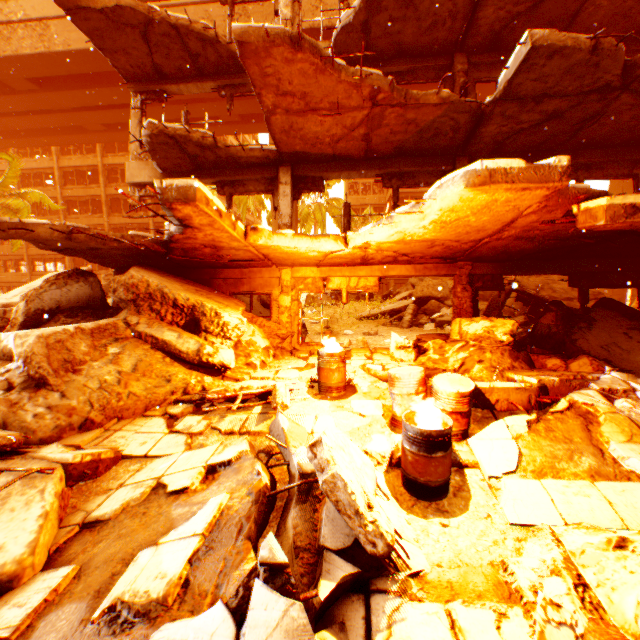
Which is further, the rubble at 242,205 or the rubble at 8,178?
the rubble at 242,205

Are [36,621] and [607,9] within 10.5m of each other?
no

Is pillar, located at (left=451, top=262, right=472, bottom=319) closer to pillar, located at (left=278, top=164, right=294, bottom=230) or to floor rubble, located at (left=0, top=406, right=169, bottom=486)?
pillar, located at (left=278, top=164, right=294, bottom=230)

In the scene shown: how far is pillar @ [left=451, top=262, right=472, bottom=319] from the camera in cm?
872

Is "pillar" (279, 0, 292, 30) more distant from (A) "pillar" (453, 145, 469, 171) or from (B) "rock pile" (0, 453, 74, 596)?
(B) "rock pile" (0, 453, 74, 596)

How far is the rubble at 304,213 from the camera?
25.47m

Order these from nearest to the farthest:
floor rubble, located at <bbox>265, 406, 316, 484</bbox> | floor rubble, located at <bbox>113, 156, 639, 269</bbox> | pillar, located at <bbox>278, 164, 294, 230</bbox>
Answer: floor rubble, located at <bbox>265, 406, 316, 484</bbox>, floor rubble, located at <bbox>113, 156, 639, 269</bbox>, pillar, located at <bbox>278, 164, 294, 230</bbox>

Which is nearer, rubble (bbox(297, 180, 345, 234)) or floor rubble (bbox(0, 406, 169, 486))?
floor rubble (bbox(0, 406, 169, 486))
